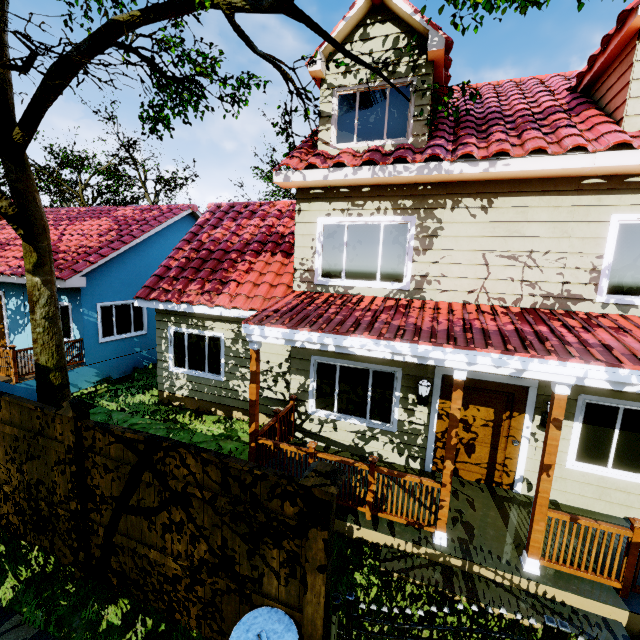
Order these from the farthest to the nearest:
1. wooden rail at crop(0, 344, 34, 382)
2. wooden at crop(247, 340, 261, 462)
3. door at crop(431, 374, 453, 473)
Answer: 1. wooden rail at crop(0, 344, 34, 382)
2. door at crop(431, 374, 453, 473)
3. wooden at crop(247, 340, 261, 462)

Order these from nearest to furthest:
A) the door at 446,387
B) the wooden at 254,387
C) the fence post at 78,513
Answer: the fence post at 78,513, the wooden at 254,387, the door at 446,387

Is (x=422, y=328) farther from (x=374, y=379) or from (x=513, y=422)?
(x=513, y=422)

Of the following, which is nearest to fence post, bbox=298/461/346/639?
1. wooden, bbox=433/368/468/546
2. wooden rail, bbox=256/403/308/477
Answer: wooden, bbox=433/368/468/546

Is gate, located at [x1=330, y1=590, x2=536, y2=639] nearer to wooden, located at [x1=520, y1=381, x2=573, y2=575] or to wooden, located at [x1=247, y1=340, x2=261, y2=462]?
wooden, located at [x1=520, y1=381, x2=573, y2=575]

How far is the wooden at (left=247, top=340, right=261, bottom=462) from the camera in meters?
5.6

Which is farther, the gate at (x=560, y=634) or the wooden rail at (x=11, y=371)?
the wooden rail at (x=11, y=371)

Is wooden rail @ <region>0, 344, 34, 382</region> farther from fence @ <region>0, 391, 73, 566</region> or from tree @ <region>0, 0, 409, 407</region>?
fence @ <region>0, 391, 73, 566</region>
